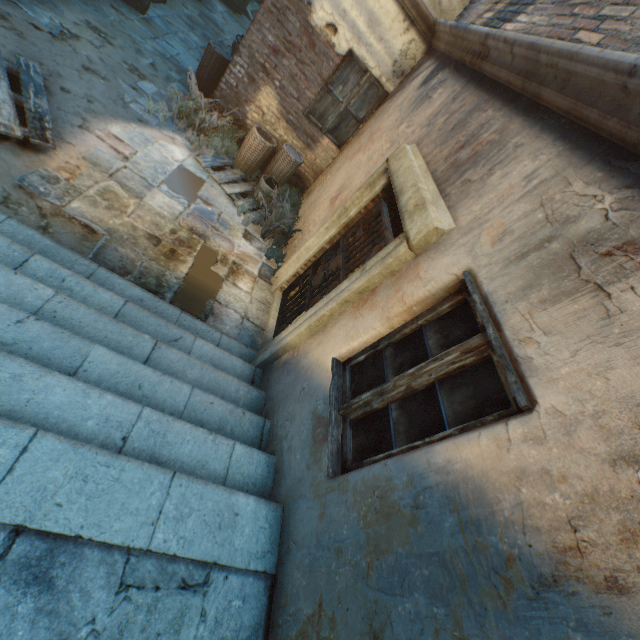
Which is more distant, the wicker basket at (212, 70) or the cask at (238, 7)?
the cask at (238, 7)

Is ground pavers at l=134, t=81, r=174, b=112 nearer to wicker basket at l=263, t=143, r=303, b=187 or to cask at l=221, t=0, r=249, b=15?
cask at l=221, t=0, r=249, b=15

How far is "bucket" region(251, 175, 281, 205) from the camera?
5.8 meters

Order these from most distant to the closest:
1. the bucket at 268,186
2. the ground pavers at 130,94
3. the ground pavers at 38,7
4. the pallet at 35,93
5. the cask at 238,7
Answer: the cask at 238,7 < the bucket at 268,186 < the ground pavers at 130,94 < the ground pavers at 38,7 < the pallet at 35,93

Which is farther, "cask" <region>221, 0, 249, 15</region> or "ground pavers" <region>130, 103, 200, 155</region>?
"cask" <region>221, 0, 249, 15</region>

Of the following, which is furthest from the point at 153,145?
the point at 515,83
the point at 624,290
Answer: the point at 624,290

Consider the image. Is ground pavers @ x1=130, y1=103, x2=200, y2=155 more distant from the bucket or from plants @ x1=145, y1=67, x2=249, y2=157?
the bucket

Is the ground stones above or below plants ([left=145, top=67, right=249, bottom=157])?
below
